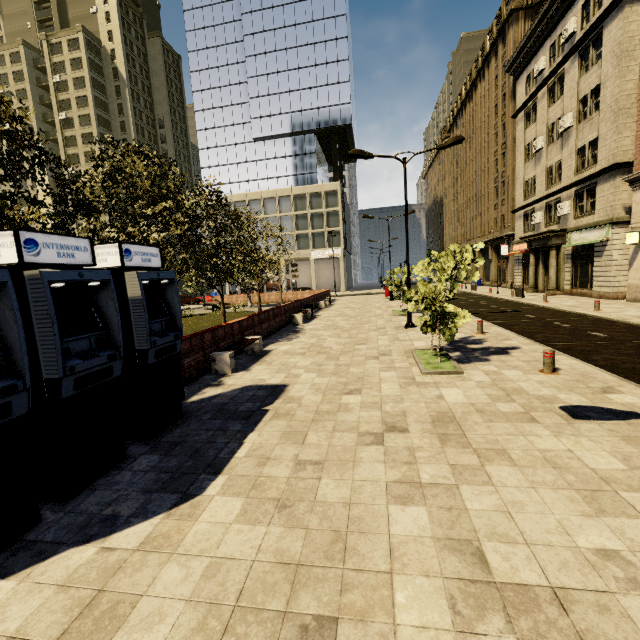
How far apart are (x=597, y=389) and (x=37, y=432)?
9.3m

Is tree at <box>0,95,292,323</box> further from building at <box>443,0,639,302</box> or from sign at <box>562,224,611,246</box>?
sign at <box>562,224,611,246</box>

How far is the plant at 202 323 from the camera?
18.3 meters

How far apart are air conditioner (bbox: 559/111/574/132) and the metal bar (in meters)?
24.05

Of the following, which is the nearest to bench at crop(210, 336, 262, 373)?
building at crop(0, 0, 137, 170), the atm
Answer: the atm

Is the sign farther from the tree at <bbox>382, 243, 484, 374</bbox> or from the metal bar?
the metal bar

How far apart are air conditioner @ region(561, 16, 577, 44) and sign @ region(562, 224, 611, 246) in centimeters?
1325cm

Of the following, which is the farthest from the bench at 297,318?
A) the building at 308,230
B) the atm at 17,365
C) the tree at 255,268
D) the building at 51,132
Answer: the building at 51,132
